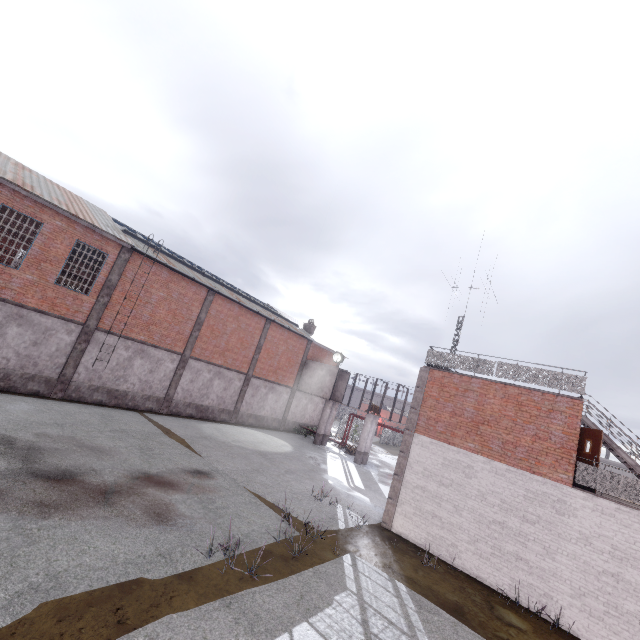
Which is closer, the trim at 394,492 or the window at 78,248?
the trim at 394,492

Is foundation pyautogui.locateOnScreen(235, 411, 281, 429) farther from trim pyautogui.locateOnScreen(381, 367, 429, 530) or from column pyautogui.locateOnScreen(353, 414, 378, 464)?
trim pyautogui.locateOnScreen(381, 367, 429, 530)

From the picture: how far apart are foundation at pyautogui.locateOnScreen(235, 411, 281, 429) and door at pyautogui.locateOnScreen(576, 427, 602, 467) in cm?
2147

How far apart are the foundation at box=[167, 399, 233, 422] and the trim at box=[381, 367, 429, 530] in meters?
14.8 m

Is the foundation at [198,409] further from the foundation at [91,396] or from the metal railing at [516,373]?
the metal railing at [516,373]

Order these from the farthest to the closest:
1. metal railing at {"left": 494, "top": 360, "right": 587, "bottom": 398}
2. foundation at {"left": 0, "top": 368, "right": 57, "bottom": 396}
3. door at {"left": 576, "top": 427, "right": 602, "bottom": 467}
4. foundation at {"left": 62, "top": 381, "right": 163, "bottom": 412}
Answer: foundation at {"left": 62, "top": 381, "right": 163, "bottom": 412}
foundation at {"left": 0, "top": 368, "right": 57, "bottom": 396}
metal railing at {"left": 494, "top": 360, "right": 587, "bottom": 398}
door at {"left": 576, "top": 427, "right": 602, "bottom": 467}

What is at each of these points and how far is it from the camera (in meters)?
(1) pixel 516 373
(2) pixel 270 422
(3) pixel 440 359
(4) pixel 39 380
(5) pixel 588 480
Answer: (1) metal railing, 13.11
(2) foundation, 29.03
(3) metal railing, 15.05
(4) foundation, 16.12
(5) metal railing, 10.82

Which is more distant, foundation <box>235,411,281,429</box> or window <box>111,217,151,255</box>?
foundation <box>235,411,281,429</box>
